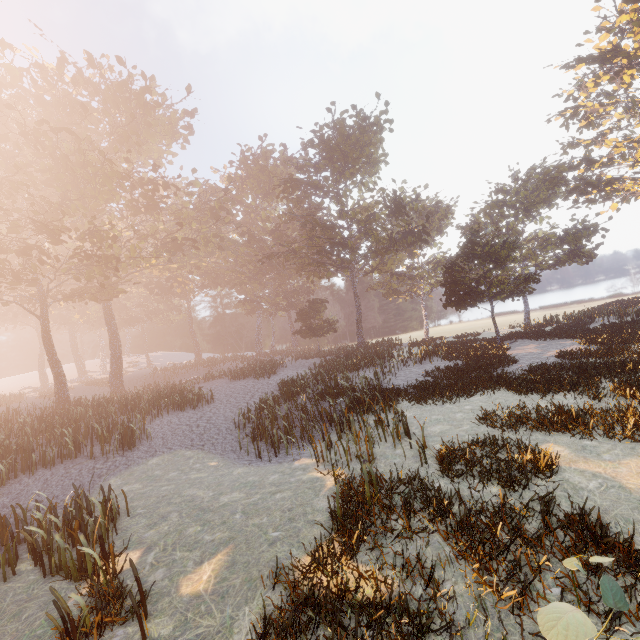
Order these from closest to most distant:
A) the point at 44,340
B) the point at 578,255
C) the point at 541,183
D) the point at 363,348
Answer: the point at 44,340 < the point at 578,255 < the point at 363,348 < the point at 541,183
